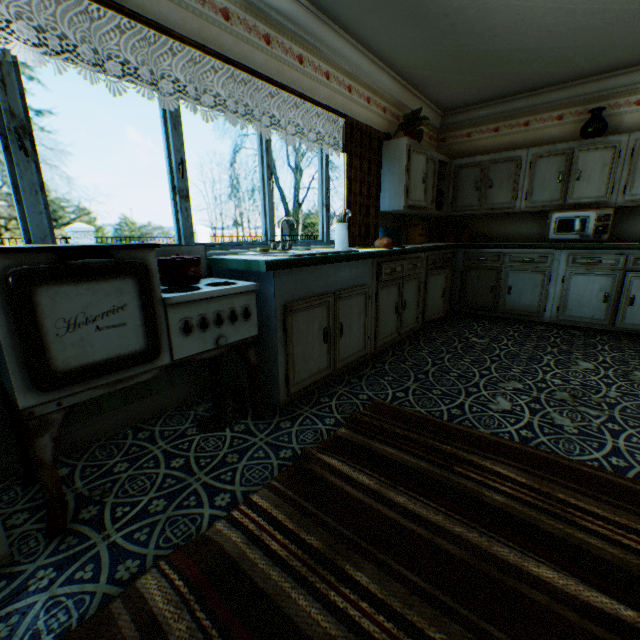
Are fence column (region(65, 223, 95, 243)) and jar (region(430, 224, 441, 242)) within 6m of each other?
no

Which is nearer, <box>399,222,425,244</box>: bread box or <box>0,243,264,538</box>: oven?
<box>0,243,264,538</box>: oven

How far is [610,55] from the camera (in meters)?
3.63

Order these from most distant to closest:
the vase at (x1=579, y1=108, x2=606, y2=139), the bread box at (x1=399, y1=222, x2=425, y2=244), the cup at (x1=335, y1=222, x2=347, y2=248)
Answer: the bread box at (x1=399, y1=222, x2=425, y2=244), the vase at (x1=579, y1=108, x2=606, y2=139), the cup at (x1=335, y1=222, x2=347, y2=248)

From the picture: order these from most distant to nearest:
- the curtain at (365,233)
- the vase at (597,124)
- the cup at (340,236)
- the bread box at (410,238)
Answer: the bread box at (410,238), the vase at (597,124), the cup at (340,236), the curtain at (365,233)

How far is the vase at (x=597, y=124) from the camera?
4.04m

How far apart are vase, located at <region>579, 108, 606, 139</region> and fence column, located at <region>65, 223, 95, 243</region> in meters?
16.2

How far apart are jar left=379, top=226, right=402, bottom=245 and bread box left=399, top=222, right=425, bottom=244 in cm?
48
